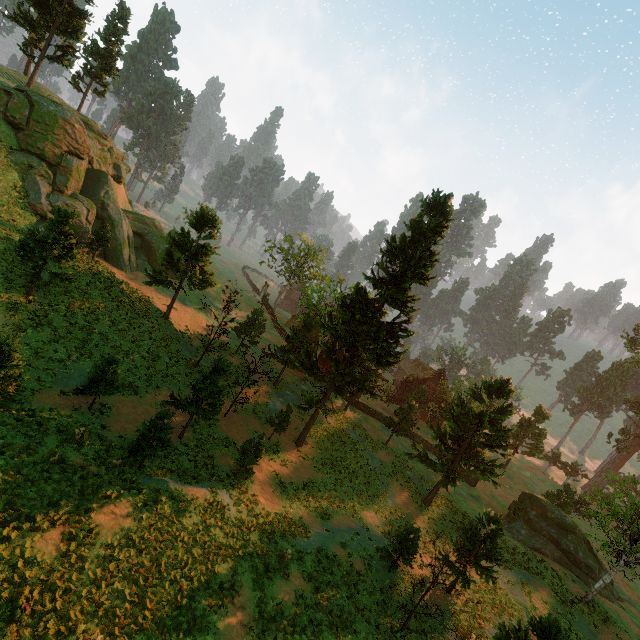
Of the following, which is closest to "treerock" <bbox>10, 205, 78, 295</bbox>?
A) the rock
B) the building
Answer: the building

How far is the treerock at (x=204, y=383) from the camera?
20.1m

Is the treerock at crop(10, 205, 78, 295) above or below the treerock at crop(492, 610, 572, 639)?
above

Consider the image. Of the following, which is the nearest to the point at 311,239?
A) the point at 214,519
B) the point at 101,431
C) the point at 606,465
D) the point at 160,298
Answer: the point at 160,298

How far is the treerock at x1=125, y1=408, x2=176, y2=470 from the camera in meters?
15.8

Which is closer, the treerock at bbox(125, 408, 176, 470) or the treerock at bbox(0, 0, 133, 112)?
the treerock at bbox(125, 408, 176, 470)
